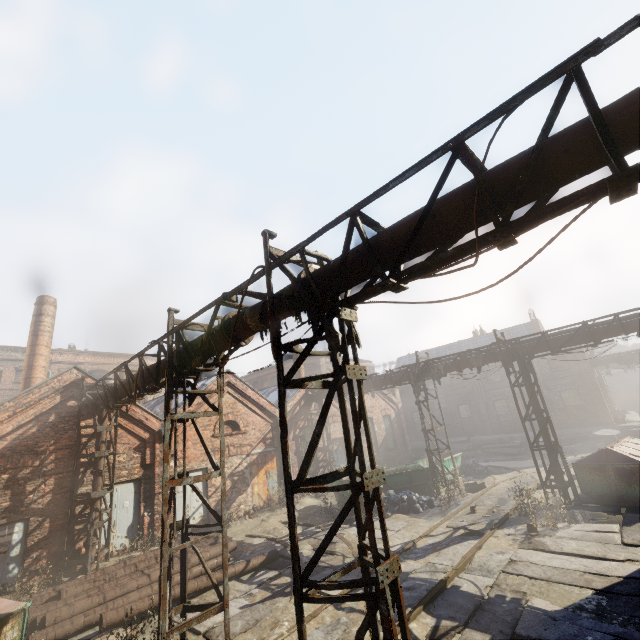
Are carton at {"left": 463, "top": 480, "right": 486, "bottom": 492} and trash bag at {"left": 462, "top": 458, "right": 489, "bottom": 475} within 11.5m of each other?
yes

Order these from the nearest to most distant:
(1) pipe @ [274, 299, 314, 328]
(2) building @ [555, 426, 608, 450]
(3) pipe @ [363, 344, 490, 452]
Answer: (1) pipe @ [274, 299, 314, 328] → (3) pipe @ [363, 344, 490, 452] → (2) building @ [555, 426, 608, 450]

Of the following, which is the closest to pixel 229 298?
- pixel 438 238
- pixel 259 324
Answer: pixel 259 324

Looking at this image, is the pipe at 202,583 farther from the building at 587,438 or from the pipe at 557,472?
the building at 587,438

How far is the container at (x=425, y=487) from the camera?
15.64m

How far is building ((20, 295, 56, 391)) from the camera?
16.9m

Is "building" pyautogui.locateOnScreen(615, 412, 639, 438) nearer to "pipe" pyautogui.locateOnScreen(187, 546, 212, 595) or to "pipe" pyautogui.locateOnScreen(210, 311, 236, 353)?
"pipe" pyautogui.locateOnScreen(210, 311, 236, 353)

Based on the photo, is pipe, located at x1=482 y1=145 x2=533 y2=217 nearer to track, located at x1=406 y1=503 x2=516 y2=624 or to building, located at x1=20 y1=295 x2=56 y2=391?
track, located at x1=406 y1=503 x2=516 y2=624
